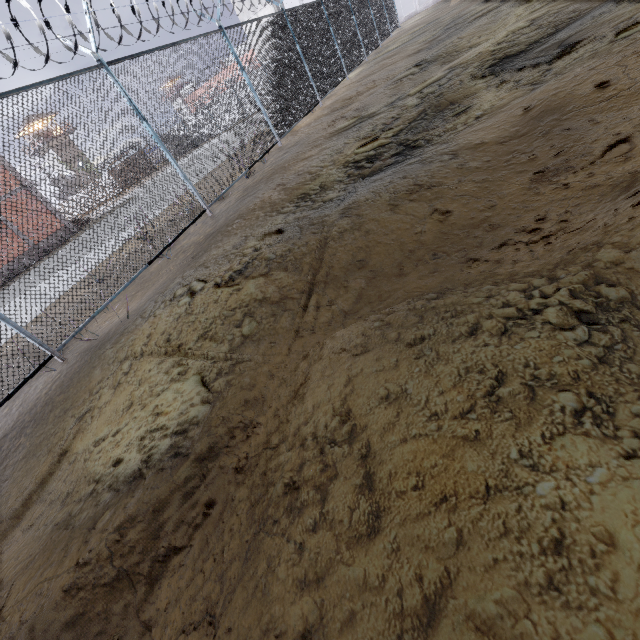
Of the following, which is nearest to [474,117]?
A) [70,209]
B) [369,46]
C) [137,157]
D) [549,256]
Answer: [549,256]
